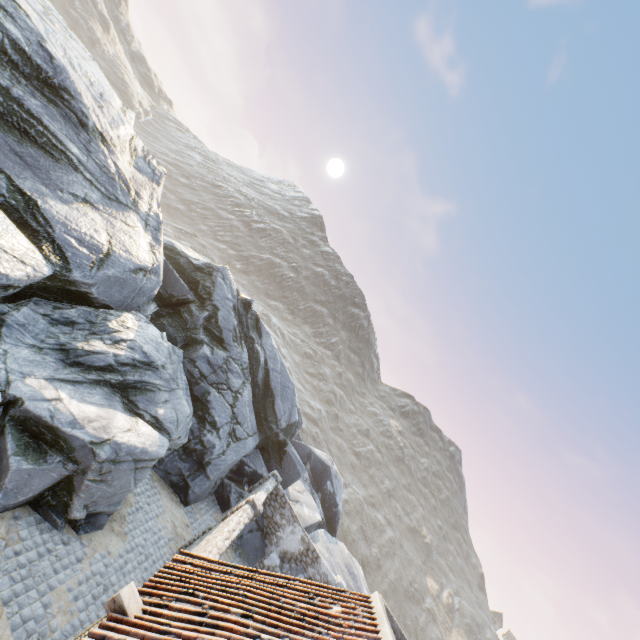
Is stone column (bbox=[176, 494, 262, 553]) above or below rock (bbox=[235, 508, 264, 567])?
above

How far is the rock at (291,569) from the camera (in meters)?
16.61

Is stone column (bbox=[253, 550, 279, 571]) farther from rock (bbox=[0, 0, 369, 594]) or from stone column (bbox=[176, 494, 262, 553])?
stone column (bbox=[176, 494, 262, 553])

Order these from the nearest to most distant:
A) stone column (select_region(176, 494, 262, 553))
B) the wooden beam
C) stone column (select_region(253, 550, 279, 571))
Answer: the wooden beam → stone column (select_region(176, 494, 262, 553)) → stone column (select_region(253, 550, 279, 571))

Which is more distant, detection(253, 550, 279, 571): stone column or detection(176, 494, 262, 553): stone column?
detection(253, 550, 279, 571): stone column

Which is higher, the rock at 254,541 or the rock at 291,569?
the rock at 291,569

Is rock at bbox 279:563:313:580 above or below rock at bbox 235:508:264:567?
above

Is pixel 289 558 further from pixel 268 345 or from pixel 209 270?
pixel 209 270
